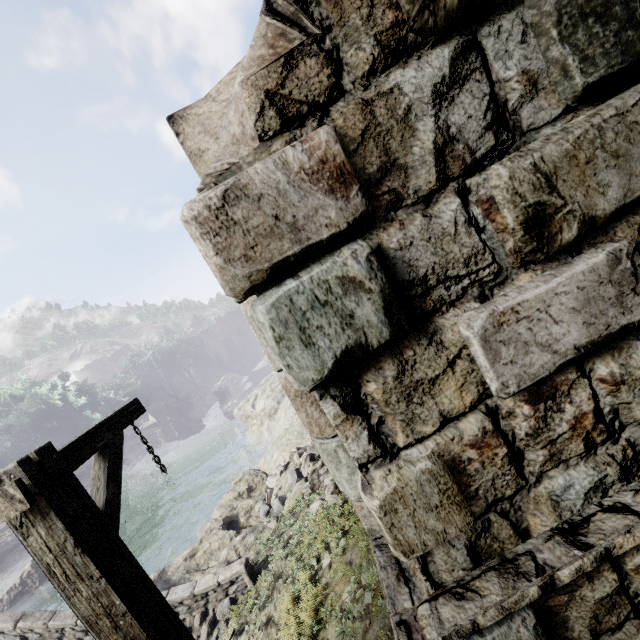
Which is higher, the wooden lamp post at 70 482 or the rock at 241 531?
the wooden lamp post at 70 482

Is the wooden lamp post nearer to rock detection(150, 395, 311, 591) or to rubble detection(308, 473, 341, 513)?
rock detection(150, 395, 311, 591)

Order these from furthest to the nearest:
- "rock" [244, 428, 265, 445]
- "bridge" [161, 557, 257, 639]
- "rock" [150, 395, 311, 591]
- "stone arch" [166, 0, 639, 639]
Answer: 1. "rock" [244, 428, 265, 445]
2. "rock" [150, 395, 311, 591]
3. "bridge" [161, 557, 257, 639]
4. "stone arch" [166, 0, 639, 639]

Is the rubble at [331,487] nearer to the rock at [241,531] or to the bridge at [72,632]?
the rock at [241,531]

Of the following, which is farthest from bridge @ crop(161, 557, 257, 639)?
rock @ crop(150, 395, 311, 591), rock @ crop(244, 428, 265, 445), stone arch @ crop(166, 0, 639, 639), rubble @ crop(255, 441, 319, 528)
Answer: rock @ crop(244, 428, 265, 445)

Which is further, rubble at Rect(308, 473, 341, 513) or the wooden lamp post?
rubble at Rect(308, 473, 341, 513)

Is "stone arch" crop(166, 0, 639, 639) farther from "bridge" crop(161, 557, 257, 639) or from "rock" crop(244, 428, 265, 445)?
"rock" crop(244, 428, 265, 445)

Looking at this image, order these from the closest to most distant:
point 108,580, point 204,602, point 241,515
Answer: point 108,580
point 204,602
point 241,515
